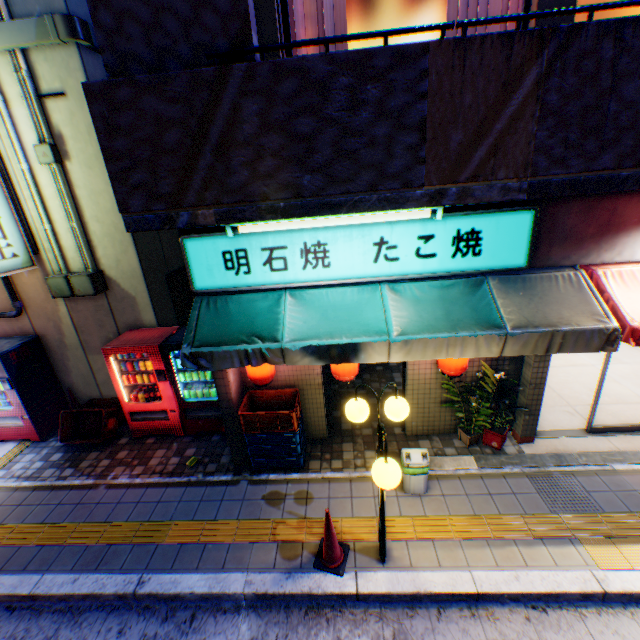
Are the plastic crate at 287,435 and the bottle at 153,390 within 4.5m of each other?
yes

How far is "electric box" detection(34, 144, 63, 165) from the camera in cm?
540

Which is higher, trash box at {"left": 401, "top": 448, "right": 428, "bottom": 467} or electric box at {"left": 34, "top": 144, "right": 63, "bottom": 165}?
electric box at {"left": 34, "top": 144, "right": 63, "bottom": 165}

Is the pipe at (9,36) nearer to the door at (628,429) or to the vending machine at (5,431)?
the vending machine at (5,431)

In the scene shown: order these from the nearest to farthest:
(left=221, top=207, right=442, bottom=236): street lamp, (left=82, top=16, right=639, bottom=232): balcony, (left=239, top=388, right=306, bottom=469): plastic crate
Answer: (left=82, top=16, right=639, bottom=232): balcony
(left=221, top=207, right=442, bottom=236): street lamp
(left=239, top=388, right=306, bottom=469): plastic crate

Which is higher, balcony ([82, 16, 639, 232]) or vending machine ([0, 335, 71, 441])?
balcony ([82, 16, 639, 232])

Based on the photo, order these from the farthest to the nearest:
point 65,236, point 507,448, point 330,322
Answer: point 65,236, point 507,448, point 330,322

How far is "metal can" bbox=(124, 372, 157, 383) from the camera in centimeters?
624cm
